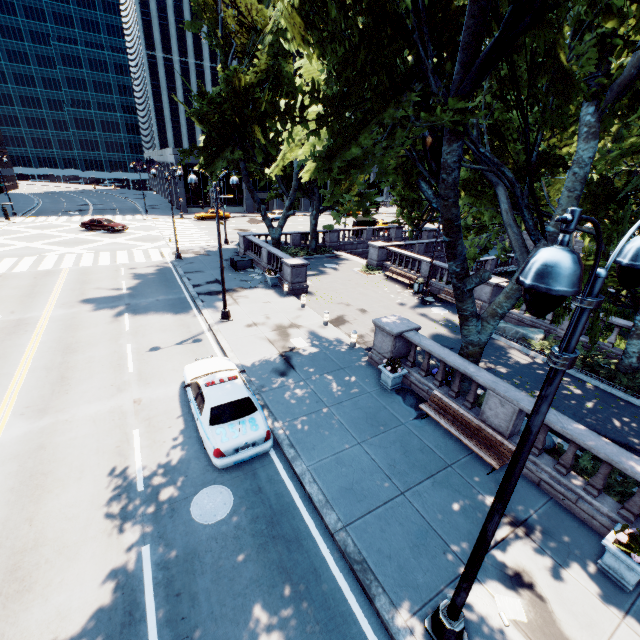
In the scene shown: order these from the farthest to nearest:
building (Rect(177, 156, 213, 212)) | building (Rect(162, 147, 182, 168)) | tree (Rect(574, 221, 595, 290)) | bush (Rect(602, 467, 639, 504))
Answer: building (Rect(177, 156, 213, 212)) < building (Rect(162, 147, 182, 168)) < tree (Rect(574, 221, 595, 290)) < bush (Rect(602, 467, 639, 504))

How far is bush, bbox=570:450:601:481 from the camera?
9.17m

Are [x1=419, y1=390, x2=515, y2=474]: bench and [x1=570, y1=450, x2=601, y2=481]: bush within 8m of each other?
yes

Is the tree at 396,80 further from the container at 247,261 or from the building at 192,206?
the building at 192,206

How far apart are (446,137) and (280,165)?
6.43m

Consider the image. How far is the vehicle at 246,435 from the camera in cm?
883

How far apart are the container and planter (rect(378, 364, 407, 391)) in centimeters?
1713cm

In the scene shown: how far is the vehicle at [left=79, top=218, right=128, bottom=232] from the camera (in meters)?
37.41
